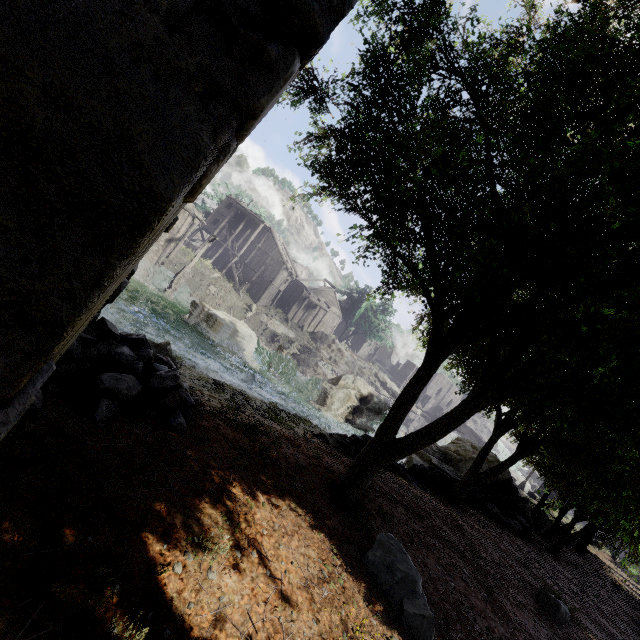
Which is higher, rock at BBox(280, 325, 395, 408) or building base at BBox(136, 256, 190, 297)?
rock at BBox(280, 325, 395, 408)

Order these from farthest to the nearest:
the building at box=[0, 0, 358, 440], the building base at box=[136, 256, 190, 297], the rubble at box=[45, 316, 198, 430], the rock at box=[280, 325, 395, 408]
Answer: the rock at box=[280, 325, 395, 408] < the building base at box=[136, 256, 190, 297] < the rubble at box=[45, 316, 198, 430] < the building at box=[0, 0, 358, 440]

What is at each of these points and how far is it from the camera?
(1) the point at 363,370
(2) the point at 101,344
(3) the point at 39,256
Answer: (1) rock, 51.9m
(2) rubble, 5.7m
(3) building, 1.2m

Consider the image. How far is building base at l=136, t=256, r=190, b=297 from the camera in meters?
24.5

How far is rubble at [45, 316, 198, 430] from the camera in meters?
4.5 m

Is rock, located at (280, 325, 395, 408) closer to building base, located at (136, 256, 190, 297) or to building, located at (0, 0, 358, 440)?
building, located at (0, 0, 358, 440)

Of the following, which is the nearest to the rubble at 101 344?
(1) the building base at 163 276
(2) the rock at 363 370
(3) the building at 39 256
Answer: (3) the building at 39 256
